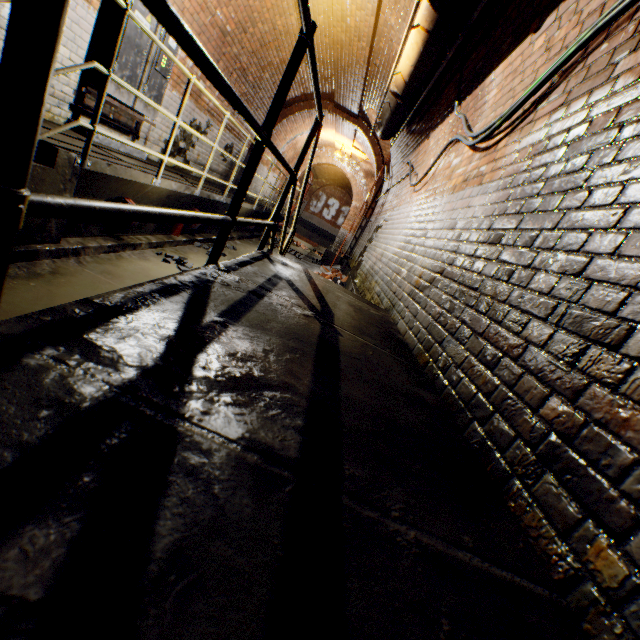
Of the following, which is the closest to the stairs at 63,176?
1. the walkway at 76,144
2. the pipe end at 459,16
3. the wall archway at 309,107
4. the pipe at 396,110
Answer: the walkway at 76,144

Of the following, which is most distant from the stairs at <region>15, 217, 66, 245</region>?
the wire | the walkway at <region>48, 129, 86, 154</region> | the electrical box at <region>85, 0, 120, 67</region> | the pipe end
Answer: the wire

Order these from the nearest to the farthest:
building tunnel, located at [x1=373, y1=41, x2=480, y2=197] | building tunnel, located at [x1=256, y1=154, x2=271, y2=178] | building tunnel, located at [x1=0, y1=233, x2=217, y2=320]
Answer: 1. building tunnel, located at [x1=0, y1=233, x2=217, y2=320]
2. building tunnel, located at [x1=373, y1=41, x2=480, y2=197]
3. building tunnel, located at [x1=256, y1=154, x2=271, y2=178]

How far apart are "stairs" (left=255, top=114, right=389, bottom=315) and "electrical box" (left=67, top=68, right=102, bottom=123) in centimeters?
283cm

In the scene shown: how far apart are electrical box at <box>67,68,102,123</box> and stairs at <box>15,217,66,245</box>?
1.49m

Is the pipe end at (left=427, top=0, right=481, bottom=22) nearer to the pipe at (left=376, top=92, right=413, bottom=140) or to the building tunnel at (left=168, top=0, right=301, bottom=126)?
the building tunnel at (left=168, top=0, right=301, bottom=126)

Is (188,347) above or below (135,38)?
below

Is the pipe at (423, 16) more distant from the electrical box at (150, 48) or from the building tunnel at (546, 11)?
the electrical box at (150, 48)
